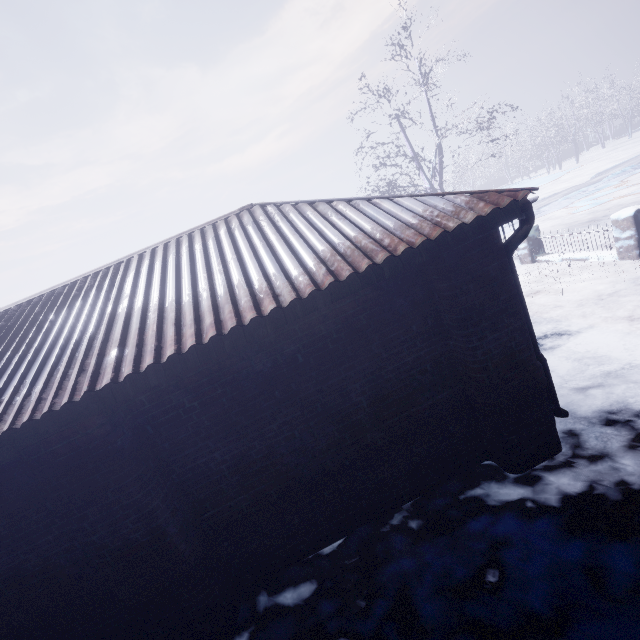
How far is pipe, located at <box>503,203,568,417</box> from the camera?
2.67m

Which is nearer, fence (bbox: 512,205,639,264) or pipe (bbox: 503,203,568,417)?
pipe (bbox: 503,203,568,417)

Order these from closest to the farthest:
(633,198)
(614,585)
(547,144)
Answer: (614,585) < (633,198) < (547,144)

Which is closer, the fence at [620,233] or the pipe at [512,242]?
the pipe at [512,242]

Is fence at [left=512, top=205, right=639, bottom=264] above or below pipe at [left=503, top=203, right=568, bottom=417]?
below

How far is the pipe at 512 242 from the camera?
2.7 meters
